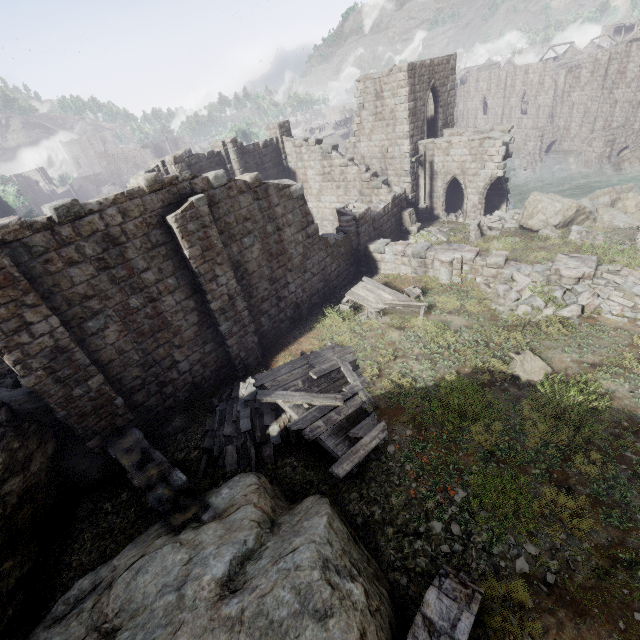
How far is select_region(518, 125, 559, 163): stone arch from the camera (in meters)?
39.81

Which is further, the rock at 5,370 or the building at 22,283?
the rock at 5,370

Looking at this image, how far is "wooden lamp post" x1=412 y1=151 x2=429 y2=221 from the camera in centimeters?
2172cm

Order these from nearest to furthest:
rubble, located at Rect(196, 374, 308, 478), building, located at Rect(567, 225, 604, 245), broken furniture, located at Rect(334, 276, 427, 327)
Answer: rubble, located at Rect(196, 374, 308, 478)
broken furniture, located at Rect(334, 276, 427, 327)
building, located at Rect(567, 225, 604, 245)

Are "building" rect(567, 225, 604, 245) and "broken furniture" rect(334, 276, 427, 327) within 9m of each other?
yes

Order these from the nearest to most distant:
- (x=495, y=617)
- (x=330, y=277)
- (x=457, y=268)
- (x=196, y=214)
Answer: (x=495, y=617)
(x=196, y=214)
(x=457, y=268)
(x=330, y=277)

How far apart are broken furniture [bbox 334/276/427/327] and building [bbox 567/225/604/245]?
8.10m

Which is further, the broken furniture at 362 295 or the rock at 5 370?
the broken furniture at 362 295
